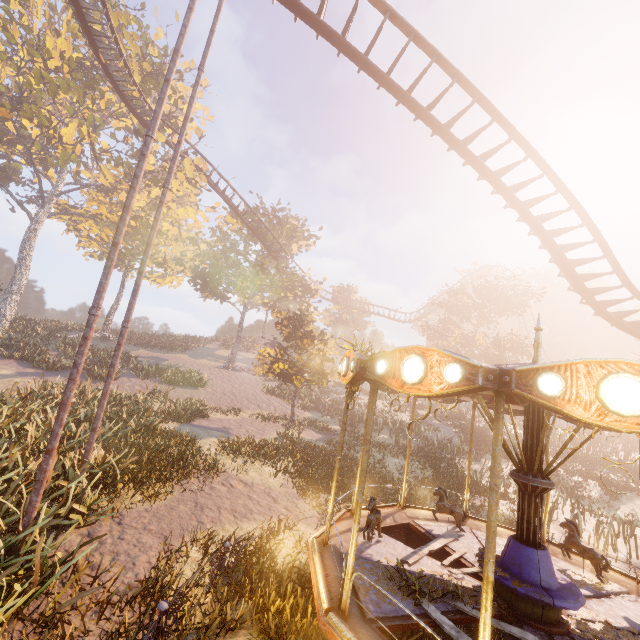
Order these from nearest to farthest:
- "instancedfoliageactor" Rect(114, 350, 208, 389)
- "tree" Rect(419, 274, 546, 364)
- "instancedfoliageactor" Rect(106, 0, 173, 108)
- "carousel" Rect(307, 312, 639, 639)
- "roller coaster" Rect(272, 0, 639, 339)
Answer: "carousel" Rect(307, 312, 639, 639), "roller coaster" Rect(272, 0, 639, 339), "instancedfoliageactor" Rect(114, 350, 208, 389), "instancedfoliageactor" Rect(106, 0, 173, 108), "tree" Rect(419, 274, 546, 364)

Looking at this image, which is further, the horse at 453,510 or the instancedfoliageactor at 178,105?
the instancedfoliageactor at 178,105

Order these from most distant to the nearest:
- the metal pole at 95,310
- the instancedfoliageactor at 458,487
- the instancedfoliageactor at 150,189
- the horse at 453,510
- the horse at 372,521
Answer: the instancedfoliageactor at 150,189 → the instancedfoliageactor at 458,487 → the horse at 453,510 → the horse at 372,521 → the metal pole at 95,310

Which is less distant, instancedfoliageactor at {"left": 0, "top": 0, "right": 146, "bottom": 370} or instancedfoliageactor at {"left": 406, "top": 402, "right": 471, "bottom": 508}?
instancedfoliageactor at {"left": 406, "top": 402, "right": 471, "bottom": 508}

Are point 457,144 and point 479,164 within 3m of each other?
yes

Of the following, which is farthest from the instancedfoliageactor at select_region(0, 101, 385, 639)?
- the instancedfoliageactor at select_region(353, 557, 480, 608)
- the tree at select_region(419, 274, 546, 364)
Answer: the tree at select_region(419, 274, 546, 364)

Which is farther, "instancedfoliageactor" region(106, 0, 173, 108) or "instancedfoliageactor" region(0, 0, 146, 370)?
"instancedfoliageactor" region(106, 0, 173, 108)

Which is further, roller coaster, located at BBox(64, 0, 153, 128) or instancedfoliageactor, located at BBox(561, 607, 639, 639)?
roller coaster, located at BBox(64, 0, 153, 128)
